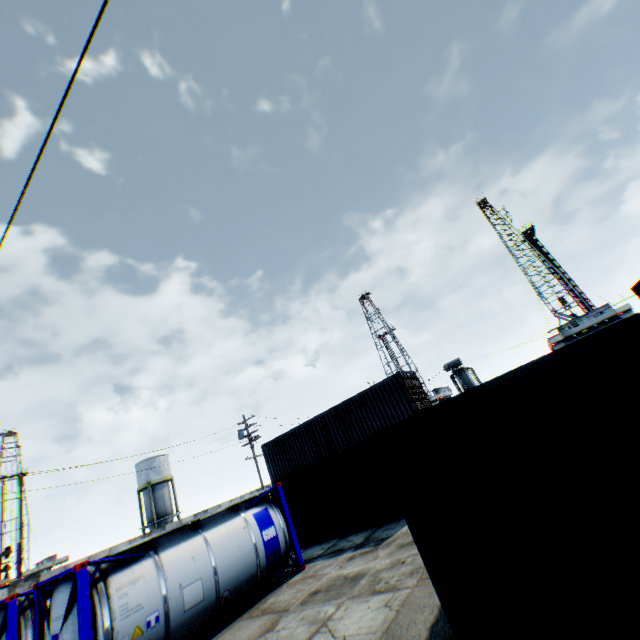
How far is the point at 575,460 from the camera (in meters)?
3.90

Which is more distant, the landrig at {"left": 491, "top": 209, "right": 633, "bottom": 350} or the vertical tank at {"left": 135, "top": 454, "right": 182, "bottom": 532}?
the landrig at {"left": 491, "top": 209, "right": 633, "bottom": 350}

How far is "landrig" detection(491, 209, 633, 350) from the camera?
45.22m

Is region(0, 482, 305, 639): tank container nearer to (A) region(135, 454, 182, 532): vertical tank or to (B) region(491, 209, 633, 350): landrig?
(A) region(135, 454, 182, 532): vertical tank

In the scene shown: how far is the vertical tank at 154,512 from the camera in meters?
40.2 m

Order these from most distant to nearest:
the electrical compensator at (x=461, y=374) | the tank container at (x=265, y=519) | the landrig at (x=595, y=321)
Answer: the landrig at (x=595, y=321) → the electrical compensator at (x=461, y=374) → the tank container at (x=265, y=519)

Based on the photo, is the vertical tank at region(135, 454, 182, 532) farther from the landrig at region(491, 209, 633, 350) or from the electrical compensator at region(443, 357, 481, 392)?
the landrig at region(491, 209, 633, 350)

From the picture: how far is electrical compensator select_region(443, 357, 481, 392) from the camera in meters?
32.1
